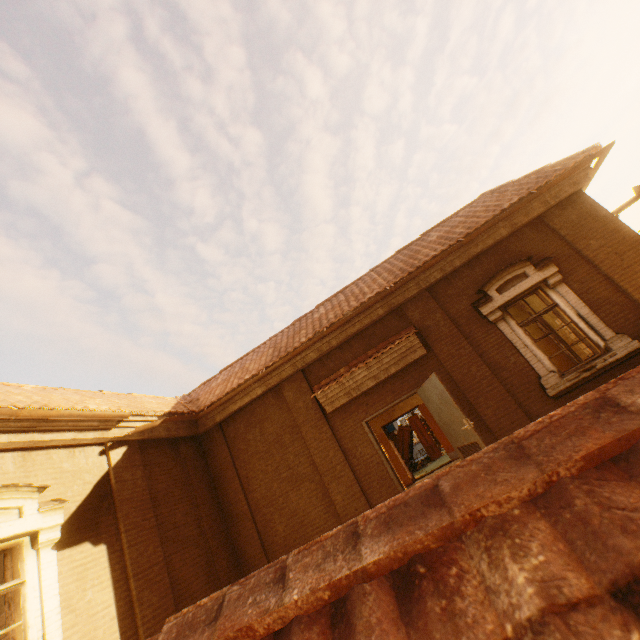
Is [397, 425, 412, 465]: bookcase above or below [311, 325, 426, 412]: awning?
below

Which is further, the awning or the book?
the book

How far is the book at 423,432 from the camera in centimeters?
1557cm

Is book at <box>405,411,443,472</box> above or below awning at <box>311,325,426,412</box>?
below

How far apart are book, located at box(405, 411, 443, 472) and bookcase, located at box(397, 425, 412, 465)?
0.0m

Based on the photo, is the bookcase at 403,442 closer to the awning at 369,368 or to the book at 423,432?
the book at 423,432

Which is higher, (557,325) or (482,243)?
(482,243)

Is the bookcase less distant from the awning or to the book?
the book
